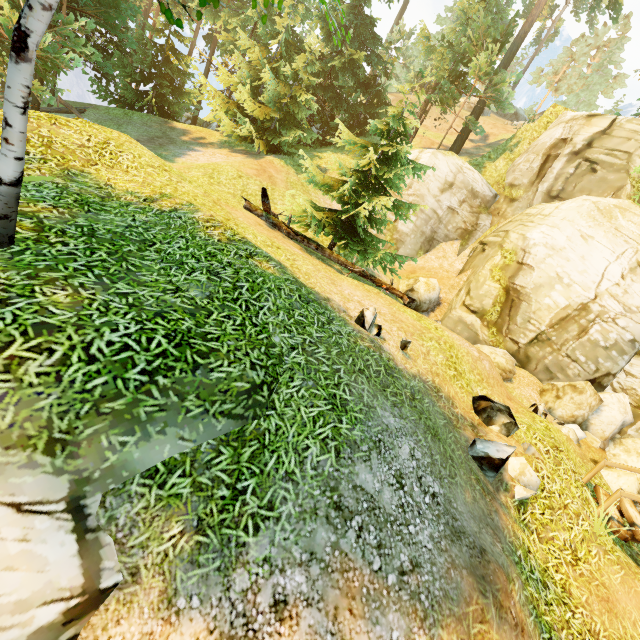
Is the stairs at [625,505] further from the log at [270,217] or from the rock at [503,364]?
the log at [270,217]

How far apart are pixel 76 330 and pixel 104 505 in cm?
Answer: 170

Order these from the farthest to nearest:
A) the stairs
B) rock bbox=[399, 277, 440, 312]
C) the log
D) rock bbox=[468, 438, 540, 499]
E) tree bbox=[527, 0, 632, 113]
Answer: tree bbox=[527, 0, 632, 113] < rock bbox=[399, 277, 440, 312] < the log < the stairs < rock bbox=[468, 438, 540, 499]

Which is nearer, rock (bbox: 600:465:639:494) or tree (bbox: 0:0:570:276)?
tree (bbox: 0:0:570:276)

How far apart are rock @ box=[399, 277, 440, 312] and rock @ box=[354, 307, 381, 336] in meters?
8.6

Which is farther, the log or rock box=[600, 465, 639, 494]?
the log

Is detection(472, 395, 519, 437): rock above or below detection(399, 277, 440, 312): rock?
below

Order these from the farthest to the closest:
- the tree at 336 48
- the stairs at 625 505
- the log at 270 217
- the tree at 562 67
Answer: the tree at 562 67 < the log at 270 217 < the stairs at 625 505 < the tree at 336 48
